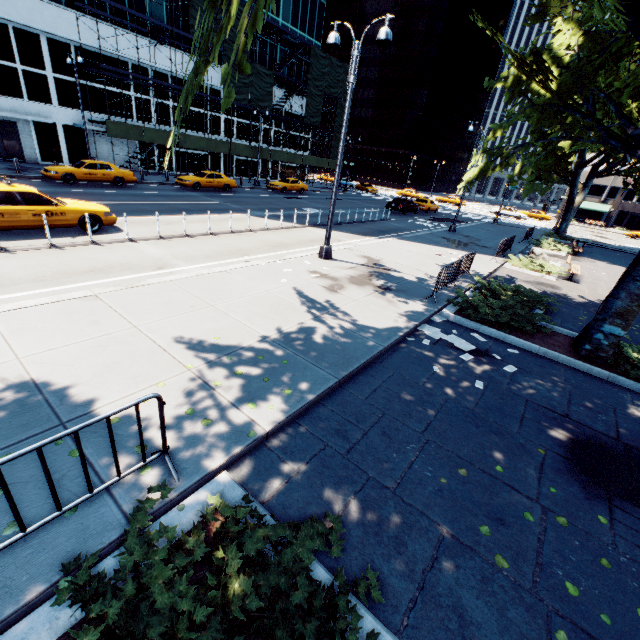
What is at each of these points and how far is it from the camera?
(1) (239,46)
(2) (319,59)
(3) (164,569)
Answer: (1) tree, 1.9m
(2) scaffolding, 39.7m
(3) bush, 2.5m

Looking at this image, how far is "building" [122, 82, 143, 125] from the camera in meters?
29.2

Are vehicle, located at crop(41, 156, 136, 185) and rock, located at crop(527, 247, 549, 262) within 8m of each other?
no

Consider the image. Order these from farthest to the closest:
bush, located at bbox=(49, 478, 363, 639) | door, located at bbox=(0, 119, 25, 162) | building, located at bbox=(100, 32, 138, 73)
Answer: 1. building, located at bbox=(100, 32, 138, 73)
2. door, located at bbox=(0, 119, 25, 162)
3. bush, located at bbox=(49, 478, 363, 639)

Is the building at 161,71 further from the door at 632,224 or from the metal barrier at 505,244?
the door at 632,224

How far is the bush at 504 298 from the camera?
9.12m

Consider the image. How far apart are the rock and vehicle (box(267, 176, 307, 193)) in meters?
24.3
